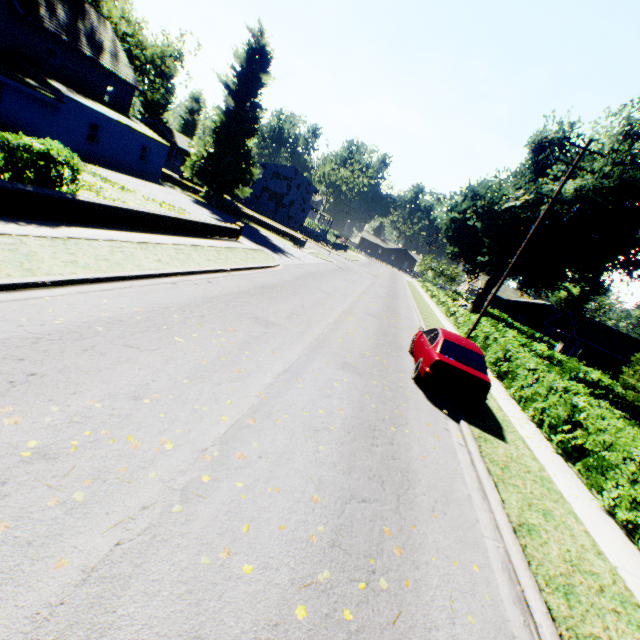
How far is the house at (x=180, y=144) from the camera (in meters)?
55.75

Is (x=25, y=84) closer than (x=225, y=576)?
No

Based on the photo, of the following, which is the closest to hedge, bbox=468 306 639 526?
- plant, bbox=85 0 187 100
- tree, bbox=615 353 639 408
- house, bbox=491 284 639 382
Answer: tree, bbox=615 353 639 408

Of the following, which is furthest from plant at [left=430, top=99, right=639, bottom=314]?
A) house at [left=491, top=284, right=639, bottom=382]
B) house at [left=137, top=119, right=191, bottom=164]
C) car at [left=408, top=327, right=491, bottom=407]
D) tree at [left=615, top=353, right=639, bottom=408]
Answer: car at [left=408, top=327, right=491, bottom=407]

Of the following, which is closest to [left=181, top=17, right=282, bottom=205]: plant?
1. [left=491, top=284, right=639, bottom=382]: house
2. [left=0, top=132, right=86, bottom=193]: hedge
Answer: [left=0, top=132, right=86, bottom=193]: hedge

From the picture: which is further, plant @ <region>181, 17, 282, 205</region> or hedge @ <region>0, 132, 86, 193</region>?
plant @ <region>181, 17, 282, 205</region>

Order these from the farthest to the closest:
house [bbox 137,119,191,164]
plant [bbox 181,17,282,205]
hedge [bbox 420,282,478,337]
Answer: house [bbox 137,119,191,164]
plant [bbox 181,17,282,205]
hedge [bbox 420,282,478,337]

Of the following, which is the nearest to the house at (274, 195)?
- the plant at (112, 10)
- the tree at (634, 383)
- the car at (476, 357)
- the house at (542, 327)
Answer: the plant at (112, 10)
